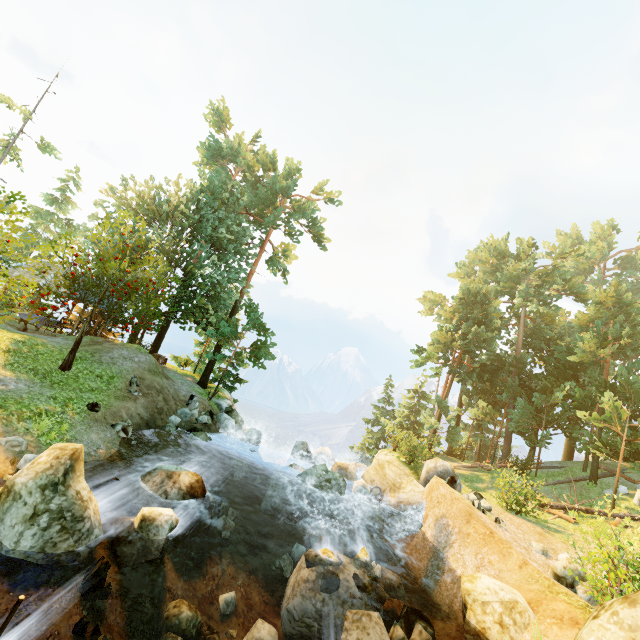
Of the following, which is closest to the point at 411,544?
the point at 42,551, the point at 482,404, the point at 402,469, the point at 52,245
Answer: the point at 402,469

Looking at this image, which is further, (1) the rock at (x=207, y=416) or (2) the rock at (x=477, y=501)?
(1) the rock at (x=207, y=416)

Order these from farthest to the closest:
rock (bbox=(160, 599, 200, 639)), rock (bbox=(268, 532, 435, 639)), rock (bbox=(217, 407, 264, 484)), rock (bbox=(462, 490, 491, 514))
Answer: rock (bbox=(217, 407, 264, 484)), rock (bbox=(462, 490, 491, 514)), rock (bbox=(268, 532, 435, 639)), rock (bbox=(160, 599, 200, 639))

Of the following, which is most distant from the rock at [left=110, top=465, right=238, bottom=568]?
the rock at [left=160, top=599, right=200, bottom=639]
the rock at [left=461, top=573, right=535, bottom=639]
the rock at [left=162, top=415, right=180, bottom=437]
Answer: the rock at [left=461, top=573, right=535, bottom=639]

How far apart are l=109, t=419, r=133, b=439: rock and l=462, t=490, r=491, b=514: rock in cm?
1478

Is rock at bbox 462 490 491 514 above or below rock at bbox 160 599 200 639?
above

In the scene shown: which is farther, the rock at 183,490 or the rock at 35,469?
the rock at 183,490

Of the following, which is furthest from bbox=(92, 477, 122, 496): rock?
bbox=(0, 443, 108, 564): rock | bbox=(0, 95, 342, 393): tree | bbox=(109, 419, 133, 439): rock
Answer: bbox=(0, 95, 342, 393): tree
